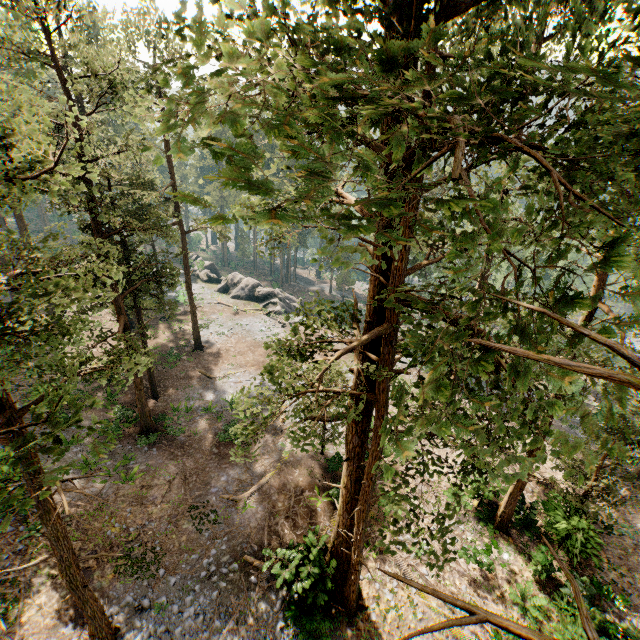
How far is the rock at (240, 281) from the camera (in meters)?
43.53

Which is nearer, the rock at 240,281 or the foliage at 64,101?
the foliage at 64,101

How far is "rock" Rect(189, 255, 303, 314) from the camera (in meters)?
43.53

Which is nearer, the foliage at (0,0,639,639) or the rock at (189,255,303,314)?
the foliage at (0,0,639,639)

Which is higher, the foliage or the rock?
the foliage

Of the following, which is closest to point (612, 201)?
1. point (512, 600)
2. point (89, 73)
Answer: point (512, 600)
